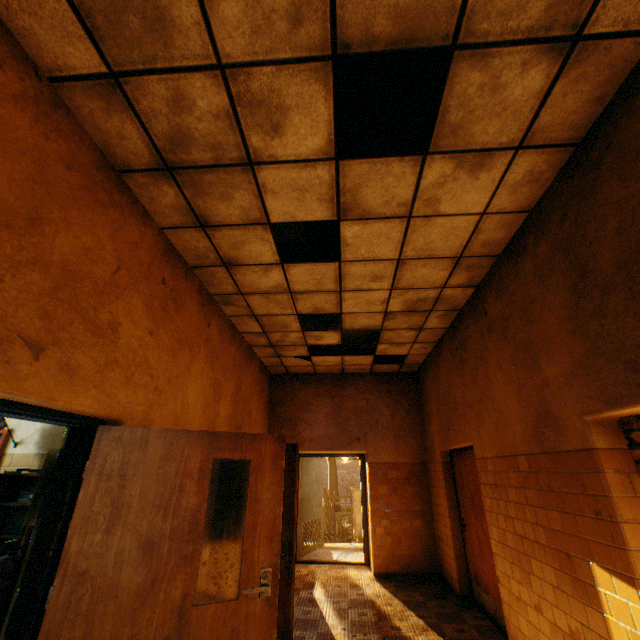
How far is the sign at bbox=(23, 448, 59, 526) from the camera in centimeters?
238cm

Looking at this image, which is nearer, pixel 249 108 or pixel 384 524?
pixel 249 108

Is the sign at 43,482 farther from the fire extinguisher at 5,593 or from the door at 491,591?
the door at 491,591

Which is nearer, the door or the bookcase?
the bookcase

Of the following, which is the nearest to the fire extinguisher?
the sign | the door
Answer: the sign

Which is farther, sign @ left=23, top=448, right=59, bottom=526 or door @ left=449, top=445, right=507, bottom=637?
door @ left=449, top=445, right=507, bottom=637

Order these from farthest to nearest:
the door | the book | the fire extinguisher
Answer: the door → the book → the fire extinguisher

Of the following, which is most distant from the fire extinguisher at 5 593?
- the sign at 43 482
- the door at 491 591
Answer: the door at 491 591
